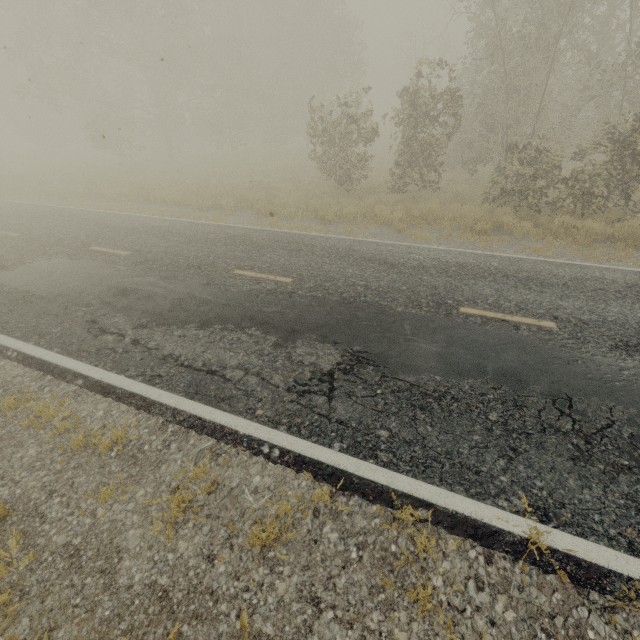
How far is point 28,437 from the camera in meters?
4.1
